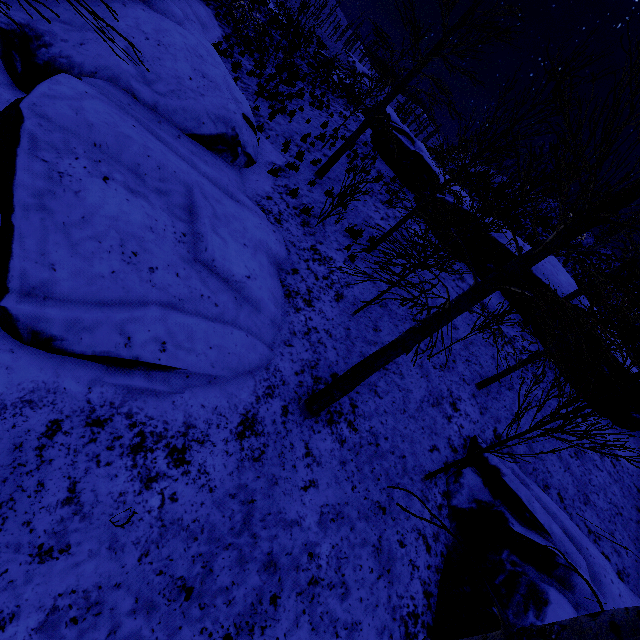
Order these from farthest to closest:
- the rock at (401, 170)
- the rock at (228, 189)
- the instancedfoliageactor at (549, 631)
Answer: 1. the rock at (401, 170)
2. the rock at (228, 189)
3. the instancedfoliageactor at (549, 631)

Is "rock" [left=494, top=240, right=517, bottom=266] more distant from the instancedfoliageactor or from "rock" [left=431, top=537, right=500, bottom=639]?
the instancedfoliageactor

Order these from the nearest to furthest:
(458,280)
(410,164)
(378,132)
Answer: (458,280), (410,164), (378,132)

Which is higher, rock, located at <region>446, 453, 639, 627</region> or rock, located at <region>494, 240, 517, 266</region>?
rock, located at <region>494, 240, 517, 266</region>

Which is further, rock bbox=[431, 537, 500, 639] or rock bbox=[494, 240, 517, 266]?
rock bbox=[494, 240, 517, 266]

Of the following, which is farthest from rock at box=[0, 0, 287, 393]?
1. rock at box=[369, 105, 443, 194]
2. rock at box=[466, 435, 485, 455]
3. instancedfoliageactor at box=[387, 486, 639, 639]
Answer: rock at box=[369, 105, 443, 194]

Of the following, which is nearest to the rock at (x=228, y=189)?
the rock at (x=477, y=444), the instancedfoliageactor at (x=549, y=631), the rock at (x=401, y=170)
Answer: the instancedfoliageactor at (x=549, y=631)
